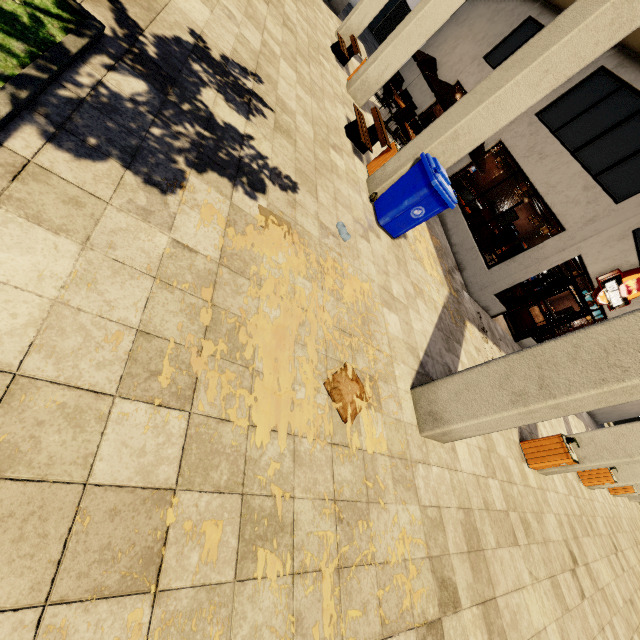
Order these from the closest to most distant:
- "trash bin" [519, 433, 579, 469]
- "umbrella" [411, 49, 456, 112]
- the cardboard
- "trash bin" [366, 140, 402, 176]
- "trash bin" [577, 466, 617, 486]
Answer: the cardboard < "trash bin" [519, 433, 579, 469] < "trash bin" [366, 140, 402, 176] < "trash bin" [577, 466, 617, 486] < "umbrella" [411, 49, 456, 112]

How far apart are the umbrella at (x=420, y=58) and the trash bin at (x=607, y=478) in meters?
11.8 m

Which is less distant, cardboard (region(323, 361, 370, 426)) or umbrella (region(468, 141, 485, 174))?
cardboard (region(323, 361, 370, 426))

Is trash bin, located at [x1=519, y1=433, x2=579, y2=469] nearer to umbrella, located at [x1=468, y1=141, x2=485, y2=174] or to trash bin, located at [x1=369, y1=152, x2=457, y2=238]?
trash bin, located at [x1=369, y1=152, x2=457, y2=238]

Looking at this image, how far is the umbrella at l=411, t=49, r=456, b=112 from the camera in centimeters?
1075cm

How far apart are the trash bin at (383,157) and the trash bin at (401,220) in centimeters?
90cm

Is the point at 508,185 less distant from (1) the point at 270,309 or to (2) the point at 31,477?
(1) the point at 270,309

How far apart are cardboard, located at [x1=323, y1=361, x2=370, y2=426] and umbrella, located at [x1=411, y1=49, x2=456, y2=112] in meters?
11.4 m
